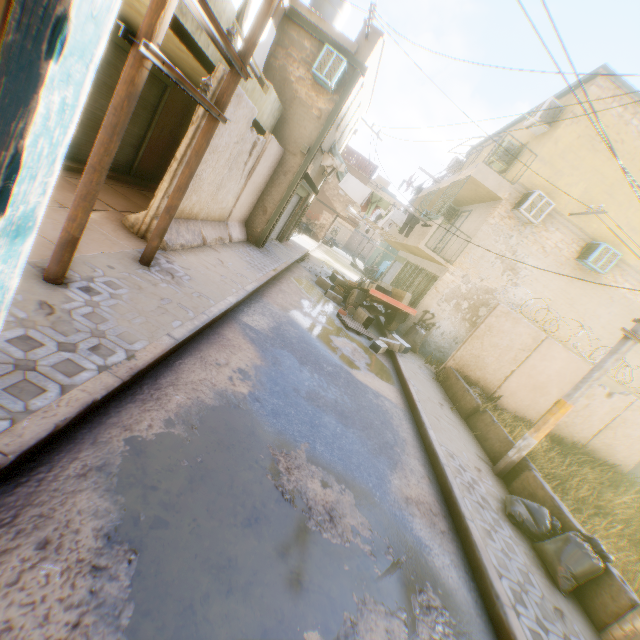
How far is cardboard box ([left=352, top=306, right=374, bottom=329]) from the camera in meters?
12.0 m

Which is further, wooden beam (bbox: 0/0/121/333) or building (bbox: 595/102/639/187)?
building (bbox: 595/102/639/187)

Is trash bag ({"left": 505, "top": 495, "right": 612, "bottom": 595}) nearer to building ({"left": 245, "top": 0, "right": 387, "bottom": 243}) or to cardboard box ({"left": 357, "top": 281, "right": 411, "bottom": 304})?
building ({"left": 245, "top": 0, "right": 387, "bottom": 243})

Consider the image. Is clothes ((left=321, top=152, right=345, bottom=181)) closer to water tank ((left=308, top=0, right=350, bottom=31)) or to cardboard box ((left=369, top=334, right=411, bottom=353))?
cardboard box ((left=369, top=334, right=411, bottom=353))

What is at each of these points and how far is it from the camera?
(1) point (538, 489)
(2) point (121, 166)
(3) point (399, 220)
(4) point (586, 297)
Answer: (1) concrete block, 5.94m
(2) rolling overhead door, 9.19m
(3) clothes, 13.16m
(4) building, 12.36m

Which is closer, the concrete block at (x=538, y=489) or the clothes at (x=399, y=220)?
the concrete block at (x=538, y=489)

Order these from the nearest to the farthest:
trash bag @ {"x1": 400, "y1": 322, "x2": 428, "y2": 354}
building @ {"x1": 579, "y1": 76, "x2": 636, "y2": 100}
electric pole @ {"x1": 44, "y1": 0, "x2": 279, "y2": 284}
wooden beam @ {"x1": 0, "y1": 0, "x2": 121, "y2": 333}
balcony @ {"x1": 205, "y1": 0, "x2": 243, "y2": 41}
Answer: wooden beam @ {"x1": 0, "y1": 0, "x2": 121, "y2": 333}
electric pole @ {"x1": 44, "y1": 0, "x2": 279, "y2": 284}
balcony @ {"x1": 205, "y1": 0, "x2": 243, "y2": 41}
building @ {"x1": 579, "y1": 76, "x2": 636, "y2": 100}
trash bag @ {"x1": 400, "y1": 322, "x2": 428, "y2": 354}

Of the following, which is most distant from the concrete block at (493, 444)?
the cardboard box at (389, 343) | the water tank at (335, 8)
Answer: the water tank at (335, 8)
